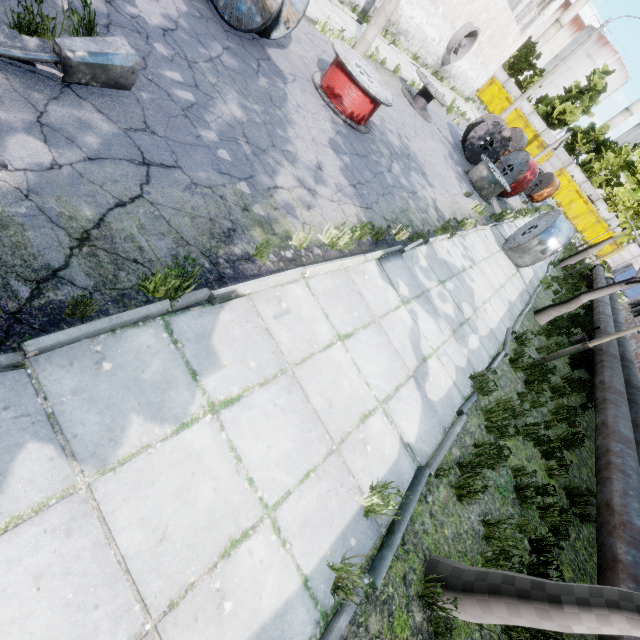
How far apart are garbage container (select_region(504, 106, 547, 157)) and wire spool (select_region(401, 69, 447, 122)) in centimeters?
3214cm

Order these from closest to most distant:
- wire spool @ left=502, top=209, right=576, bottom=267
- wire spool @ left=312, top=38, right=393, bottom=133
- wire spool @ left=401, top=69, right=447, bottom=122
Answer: wire spool @ left=312, top=38, right=393, bottom=133 → wire spool @ left=502, top=209, right=576, bottom=267 → wire spool @ left=401, top=69, right=447, bottom=122

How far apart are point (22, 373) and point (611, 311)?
20.6m

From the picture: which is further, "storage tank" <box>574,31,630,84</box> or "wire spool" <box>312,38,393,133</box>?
"storage tank" <box>574,31,630,84</box>

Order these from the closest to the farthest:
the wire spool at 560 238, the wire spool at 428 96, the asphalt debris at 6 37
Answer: the asphalt debris at 6 37
the wire spool at 560 238
the wire spool at 428 96

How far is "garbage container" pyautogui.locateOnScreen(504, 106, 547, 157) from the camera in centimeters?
3794cm

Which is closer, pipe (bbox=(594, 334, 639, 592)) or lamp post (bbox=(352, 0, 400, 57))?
pipe (bbox=(594, 334, 639, 592))

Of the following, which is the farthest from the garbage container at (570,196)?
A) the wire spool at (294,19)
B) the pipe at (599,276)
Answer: the wire spool at (294,19)
